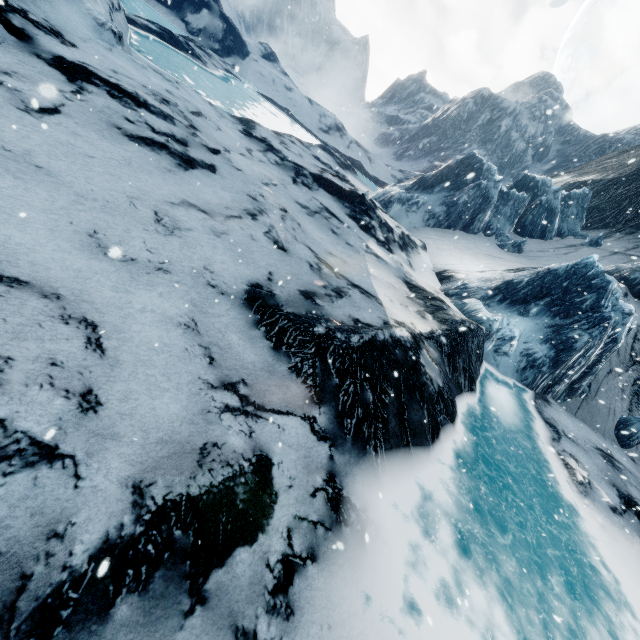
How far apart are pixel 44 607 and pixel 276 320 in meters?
4.7
